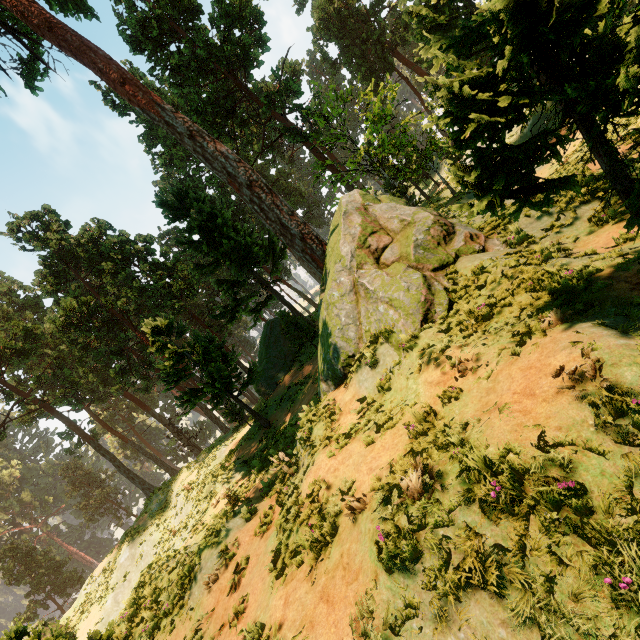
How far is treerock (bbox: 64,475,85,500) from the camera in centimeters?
5825cm

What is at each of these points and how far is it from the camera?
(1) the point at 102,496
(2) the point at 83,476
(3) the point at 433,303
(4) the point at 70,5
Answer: (1) treerock, 57.0m
(2) treerock, 59.6m
(3) treerock, 8.2m
(4) treerock, 21.2m

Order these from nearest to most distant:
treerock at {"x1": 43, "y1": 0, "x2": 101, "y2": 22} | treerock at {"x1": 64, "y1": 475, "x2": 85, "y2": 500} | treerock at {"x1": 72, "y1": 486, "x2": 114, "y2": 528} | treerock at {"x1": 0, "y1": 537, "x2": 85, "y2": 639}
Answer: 1. treerock at {"x1": 0, "y1": 537, "x2": 85, "y2": 639}
2. treerock at {"x1": 43, "y1": 0, "x2": 101, "y2": 22}
3. treerock at {"x1": 72, "y1": 486, "x2": 114, "y2": 528}
4. treerock at {"x1": 64, "y1": 475, "x2": 85, "y2": 500}

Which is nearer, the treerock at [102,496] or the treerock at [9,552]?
the treerock at [9,552]

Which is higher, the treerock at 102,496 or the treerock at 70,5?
the treerock at 70,5

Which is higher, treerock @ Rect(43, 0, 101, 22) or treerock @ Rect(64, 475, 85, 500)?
treerock @ Rect(43, 0, 101, 22)

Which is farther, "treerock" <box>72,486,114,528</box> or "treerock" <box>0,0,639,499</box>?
"treerock" <box>72,486,114,528</box>
